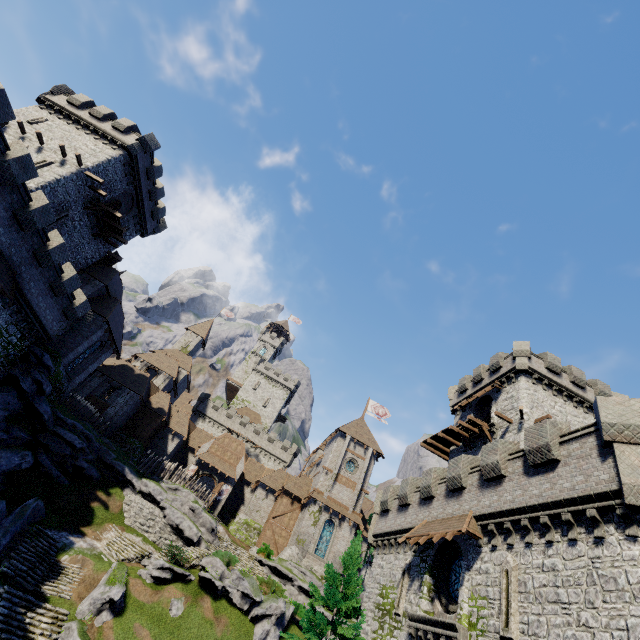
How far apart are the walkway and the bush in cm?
2016

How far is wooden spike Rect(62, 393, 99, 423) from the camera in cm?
3101

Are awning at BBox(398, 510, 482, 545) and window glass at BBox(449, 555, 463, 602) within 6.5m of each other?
yes

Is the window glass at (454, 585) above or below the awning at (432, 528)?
below

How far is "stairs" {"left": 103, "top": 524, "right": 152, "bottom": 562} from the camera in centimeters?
2384cm

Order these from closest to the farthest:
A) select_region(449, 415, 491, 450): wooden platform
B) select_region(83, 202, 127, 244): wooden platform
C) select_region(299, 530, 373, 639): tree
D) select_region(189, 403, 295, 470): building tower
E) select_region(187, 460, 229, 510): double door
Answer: select_region(299, 530, 373, 639): tree
select_region(449, 415, 491, 450): wooden platform
select_region(83, 202, 127, 244): wooden platform
select_region(187, 460, 229, 510): double door
select_region(189, 403, 295, 470): building tower

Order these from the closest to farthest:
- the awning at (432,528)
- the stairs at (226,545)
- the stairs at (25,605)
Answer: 1. the awning at (432,528)
2. the stairs at (25,605)
3. the stairs at (226,545)

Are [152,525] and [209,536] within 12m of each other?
yes
